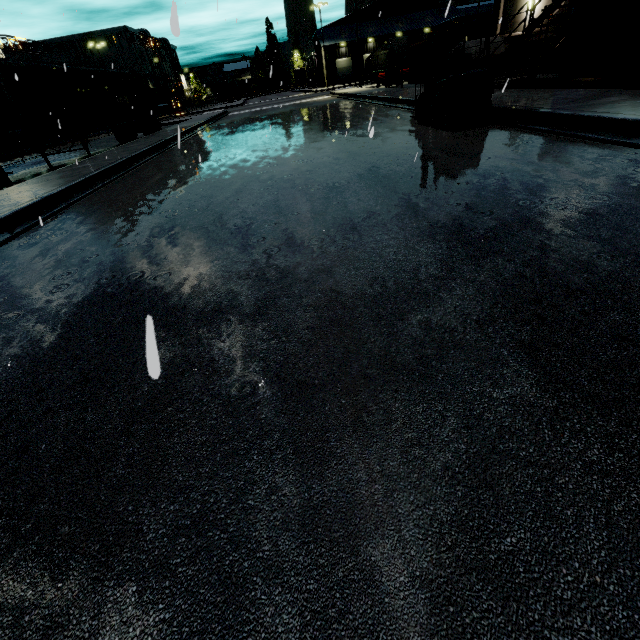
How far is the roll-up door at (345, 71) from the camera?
57.47m

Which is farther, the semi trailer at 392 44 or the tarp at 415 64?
the semi trailer at 392 44

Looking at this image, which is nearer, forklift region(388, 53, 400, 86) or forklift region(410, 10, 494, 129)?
forklift region(410, 10, 494, 129)

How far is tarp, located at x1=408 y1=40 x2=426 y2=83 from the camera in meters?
18.0

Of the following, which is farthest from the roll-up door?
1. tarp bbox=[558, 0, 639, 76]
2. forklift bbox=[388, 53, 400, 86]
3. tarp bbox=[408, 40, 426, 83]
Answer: tarp bbox=[558, 0, 639, 76]

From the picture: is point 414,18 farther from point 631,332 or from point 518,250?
point 631,332

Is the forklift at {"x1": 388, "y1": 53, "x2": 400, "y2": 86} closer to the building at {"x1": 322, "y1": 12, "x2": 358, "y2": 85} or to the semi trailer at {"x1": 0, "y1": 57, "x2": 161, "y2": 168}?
the semi trailer at {"x1": 0, "y1": 57, "x2": 161, "y2": 168}

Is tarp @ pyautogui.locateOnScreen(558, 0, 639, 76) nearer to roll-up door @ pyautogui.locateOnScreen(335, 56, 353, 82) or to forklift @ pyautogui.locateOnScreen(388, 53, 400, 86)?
forklift @ pyautogui.locateOnScreen(388, 53, 400, 86)
